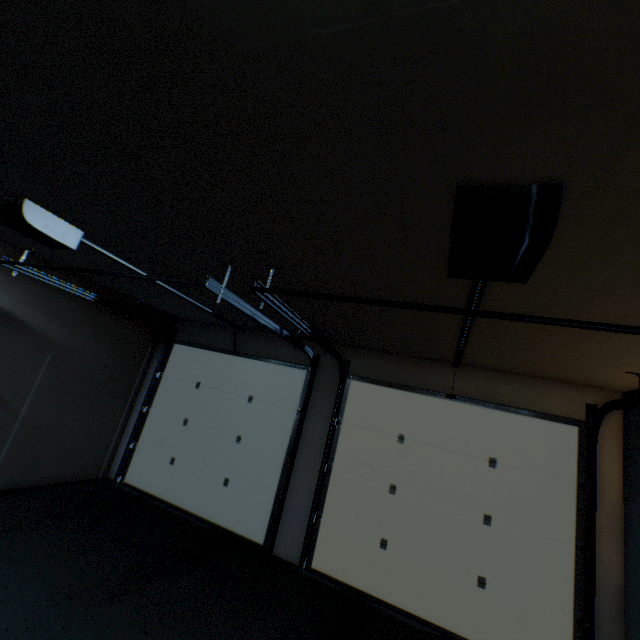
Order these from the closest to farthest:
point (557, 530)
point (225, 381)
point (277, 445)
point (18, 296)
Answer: point (557, 530)
point (18, 296)
point (277, 445)
point (225, 381)
